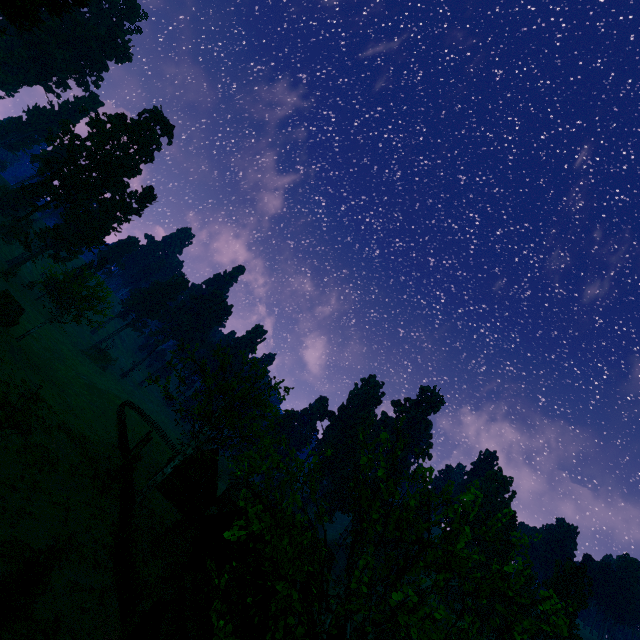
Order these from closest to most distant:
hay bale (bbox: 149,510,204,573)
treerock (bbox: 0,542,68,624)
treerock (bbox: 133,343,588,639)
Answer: treerock (bbox: 133,343,588,639), treerock (bbox: 0,542,68,624), hay bale (bbox: 149,510,204,573)

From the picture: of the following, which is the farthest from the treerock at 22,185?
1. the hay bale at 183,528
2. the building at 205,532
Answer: the hay bale at 183,528

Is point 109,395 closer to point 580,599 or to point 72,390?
point 72,390

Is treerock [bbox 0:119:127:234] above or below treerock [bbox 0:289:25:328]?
above

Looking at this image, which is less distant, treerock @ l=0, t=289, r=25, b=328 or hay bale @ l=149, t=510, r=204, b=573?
hay bale @ l=149, t=510, r=204, b=573

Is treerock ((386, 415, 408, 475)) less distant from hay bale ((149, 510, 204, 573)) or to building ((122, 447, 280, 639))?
building ((122, 447, 280, 639))

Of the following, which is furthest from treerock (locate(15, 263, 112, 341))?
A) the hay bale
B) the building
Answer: the hay bale

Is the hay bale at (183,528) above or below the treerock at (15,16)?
below
